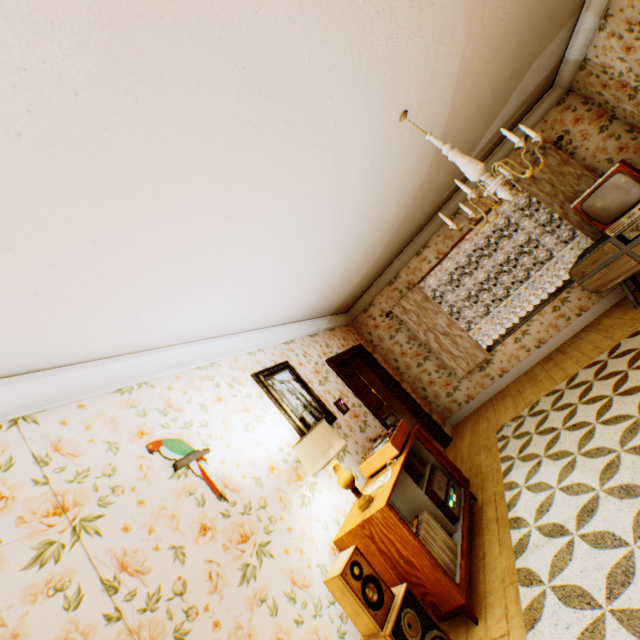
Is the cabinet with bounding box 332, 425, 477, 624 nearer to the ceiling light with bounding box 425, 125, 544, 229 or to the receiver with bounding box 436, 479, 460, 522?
the receiver with bounding box 436, 479, 460, 522

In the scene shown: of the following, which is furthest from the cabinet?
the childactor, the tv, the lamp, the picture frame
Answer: the tv

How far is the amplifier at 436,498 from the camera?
3.15m

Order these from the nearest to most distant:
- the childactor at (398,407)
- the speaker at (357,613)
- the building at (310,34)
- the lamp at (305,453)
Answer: the building at (310,34) → the speaker at (357,613) → the lamp at (305,453) → the childactor at (398,407)

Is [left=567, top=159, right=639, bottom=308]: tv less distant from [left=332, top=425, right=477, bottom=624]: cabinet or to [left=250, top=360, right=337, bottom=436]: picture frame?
[left=332, top=425, right=477, bottom=624]: cabinet

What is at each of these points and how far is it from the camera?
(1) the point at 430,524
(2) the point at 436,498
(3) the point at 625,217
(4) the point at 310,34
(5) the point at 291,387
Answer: (1) vinyl record, 2.7 meters
(2) amplifier, 3.1 meters
(3) tv, 4.2 meters
(4) building, 1.7 meters
(5) picture frame, 3.9 meters

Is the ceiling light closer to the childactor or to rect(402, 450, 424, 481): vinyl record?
rect(402, 450, 424, 481): vinyl record

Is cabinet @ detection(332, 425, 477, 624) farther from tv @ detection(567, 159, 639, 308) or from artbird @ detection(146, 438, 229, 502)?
tv @ detection(567, 159, 639, 308)
